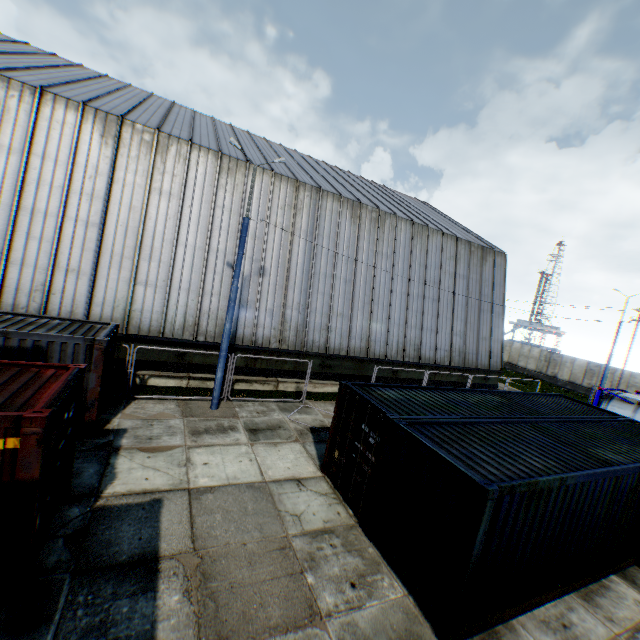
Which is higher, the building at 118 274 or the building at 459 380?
the building at 118 274

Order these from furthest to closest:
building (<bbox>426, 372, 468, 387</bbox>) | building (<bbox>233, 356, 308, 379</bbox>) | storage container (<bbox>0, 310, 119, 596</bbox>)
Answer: building (<bbox>426, 372, 468, 387</bbox>)
building (<bbox>233, 356, 308, 379</bbox>)
storage container (<bbox>0, 310, 119, 596</bbox>)

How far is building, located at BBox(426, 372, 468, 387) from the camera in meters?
22.4 m

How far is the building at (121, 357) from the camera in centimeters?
1408cm

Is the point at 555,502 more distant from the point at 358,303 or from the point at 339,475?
the point at 358,303

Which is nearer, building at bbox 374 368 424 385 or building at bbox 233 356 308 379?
building at bbox 233 356 308 379

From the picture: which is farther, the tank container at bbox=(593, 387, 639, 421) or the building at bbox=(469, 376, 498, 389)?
the building at bbox=(469, 376, 498, 389)
